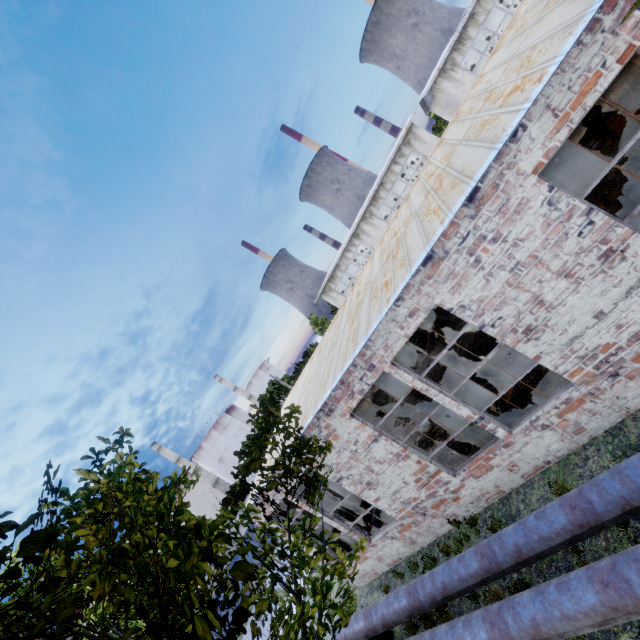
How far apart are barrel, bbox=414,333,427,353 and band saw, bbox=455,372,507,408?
9.2 meters

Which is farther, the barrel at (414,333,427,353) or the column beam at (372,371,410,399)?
the barrel at (414,333,427,353)

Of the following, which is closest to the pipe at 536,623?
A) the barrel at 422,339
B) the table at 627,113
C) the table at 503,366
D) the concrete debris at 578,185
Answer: the table at 503,366

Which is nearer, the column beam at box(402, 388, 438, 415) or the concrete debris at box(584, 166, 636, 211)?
the concrete debris at box(584, 166, 636, 211)

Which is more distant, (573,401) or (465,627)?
(573,401)

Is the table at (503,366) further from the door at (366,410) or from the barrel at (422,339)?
the door at (366,410)

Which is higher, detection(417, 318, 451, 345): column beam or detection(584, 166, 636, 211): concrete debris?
detection(417, 318, 451, 345): column beam

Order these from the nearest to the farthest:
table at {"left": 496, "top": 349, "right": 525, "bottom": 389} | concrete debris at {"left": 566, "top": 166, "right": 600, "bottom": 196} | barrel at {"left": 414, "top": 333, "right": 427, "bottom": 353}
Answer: table at {"left": 496, "top": 349, "right": 525, "bottom": 389} < concrete debris at {"left": 566, "top": 166, "right": 600, "bottom": 196} < barrel at {"left": 414, "top": 333, "right": 427, "bottom": 353}
